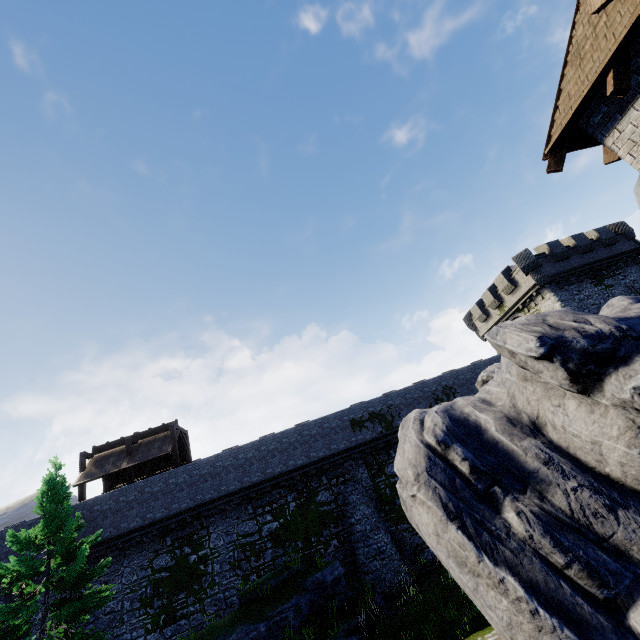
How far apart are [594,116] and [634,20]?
1.67m

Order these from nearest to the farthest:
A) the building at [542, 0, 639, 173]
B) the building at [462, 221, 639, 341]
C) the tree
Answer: the building at [542, 0, 639, 173] → the tree → the building at [462, 221, 639, 341]

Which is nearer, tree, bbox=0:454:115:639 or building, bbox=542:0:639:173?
building, bbox=542:0:639:173

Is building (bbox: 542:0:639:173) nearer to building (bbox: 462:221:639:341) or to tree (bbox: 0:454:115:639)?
building (bbox: 462:221:639:341)

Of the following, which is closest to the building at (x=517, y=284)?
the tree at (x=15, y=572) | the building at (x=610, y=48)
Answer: the building at (x=610, y=48)

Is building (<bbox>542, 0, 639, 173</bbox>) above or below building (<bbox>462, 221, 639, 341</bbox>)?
below

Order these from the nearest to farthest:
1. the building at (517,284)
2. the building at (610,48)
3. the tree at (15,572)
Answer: the building at (610,48), the tree at (15,572), the building at (517,284)
